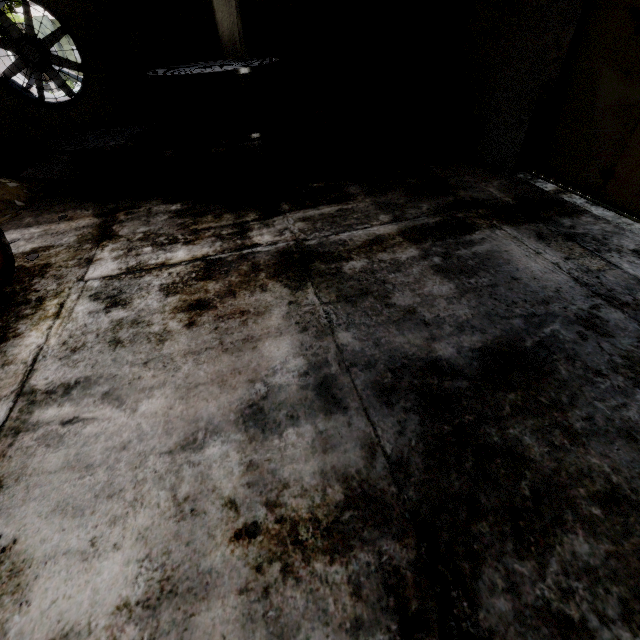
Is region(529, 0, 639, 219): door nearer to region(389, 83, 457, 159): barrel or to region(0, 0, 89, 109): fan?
region(389, 83, 457, 159): barrel

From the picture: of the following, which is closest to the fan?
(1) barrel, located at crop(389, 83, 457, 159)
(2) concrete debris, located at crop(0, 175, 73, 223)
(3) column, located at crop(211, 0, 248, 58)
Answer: (2) concrete debris, located at crop(0, 175, 73, 223)

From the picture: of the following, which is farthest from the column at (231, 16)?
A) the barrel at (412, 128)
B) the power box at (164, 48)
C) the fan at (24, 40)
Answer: the fan at (24, 40)

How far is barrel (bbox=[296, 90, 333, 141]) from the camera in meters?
7.0

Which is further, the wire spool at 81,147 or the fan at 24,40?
the fan at 24,40

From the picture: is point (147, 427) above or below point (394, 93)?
below

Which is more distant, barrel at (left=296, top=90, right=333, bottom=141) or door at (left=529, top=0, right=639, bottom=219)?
barrel at (left=296, top=90, right=333, bottom=141)

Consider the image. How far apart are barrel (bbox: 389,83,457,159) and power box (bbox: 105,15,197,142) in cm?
590
